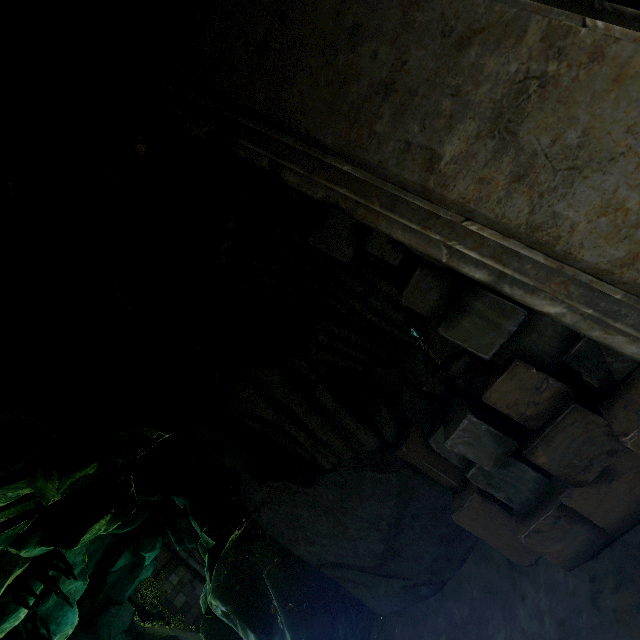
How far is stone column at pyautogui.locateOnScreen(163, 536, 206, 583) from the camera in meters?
28.5

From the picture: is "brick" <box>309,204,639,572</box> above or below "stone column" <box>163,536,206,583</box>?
below

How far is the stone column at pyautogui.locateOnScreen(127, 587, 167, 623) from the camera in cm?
2461

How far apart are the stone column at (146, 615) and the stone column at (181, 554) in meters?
3.4

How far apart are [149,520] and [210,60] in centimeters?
2318cm

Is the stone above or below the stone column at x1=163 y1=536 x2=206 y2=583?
below

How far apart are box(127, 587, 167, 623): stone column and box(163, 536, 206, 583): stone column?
3.4 meters

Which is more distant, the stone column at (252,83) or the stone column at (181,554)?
the stone column at (181,554)
